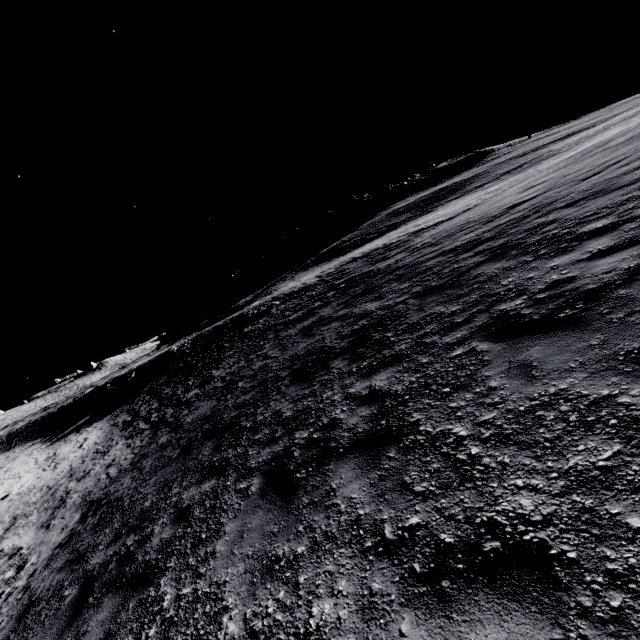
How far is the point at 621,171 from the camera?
7.94m
